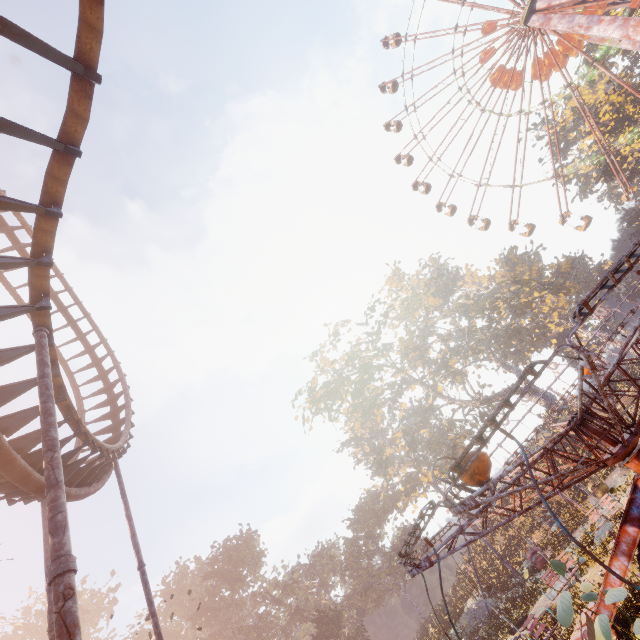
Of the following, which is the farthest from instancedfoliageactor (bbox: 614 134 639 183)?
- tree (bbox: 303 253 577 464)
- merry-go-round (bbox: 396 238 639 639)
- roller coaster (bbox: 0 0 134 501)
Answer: roller coaster (bbox: 0 0 134 501)

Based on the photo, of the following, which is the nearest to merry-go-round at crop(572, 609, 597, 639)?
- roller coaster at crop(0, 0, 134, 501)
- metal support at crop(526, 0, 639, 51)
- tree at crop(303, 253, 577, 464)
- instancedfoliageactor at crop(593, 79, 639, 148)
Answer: roller coaster at crop(0, 0, 134, 501)

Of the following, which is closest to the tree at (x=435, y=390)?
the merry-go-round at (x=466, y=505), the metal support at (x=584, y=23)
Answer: the merry-go-round at (x=466, y=505)

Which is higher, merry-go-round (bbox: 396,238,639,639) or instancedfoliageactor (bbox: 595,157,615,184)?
instancedfoliageactor (bbox: 595,157,615,184)

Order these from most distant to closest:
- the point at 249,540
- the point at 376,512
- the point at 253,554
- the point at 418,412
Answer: the point at 418,412
the point at 376,512
the point at 249,540
the point at 253,554

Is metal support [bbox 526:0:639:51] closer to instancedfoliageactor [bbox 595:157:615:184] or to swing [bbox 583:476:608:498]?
instancedfoliageactor [bbox 595:157:615:184]

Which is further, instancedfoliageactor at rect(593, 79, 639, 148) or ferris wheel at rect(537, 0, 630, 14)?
instancedfoliageactor at rect(593, 79, 639, 148)

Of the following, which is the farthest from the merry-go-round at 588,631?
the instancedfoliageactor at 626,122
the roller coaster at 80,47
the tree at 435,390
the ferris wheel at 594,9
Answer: the ferris wheel at 594,9
